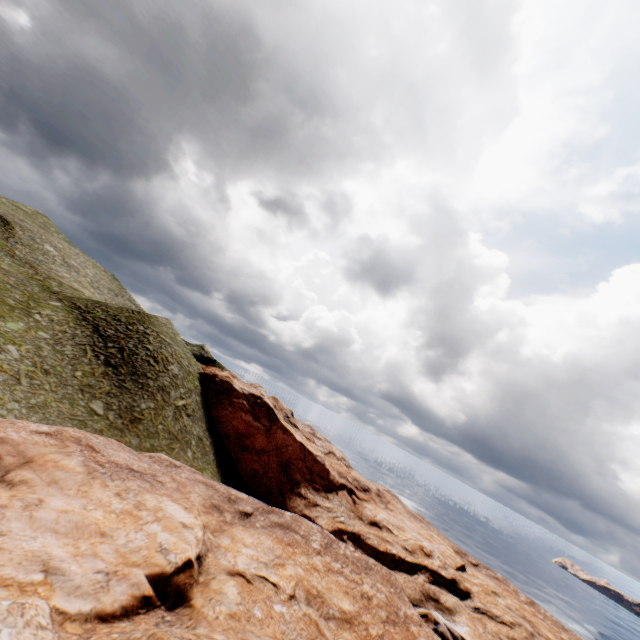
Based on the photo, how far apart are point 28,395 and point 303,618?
24.08m
